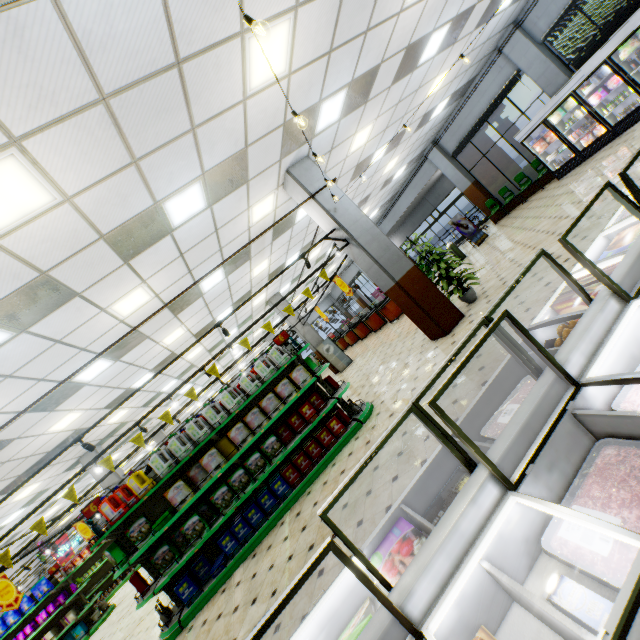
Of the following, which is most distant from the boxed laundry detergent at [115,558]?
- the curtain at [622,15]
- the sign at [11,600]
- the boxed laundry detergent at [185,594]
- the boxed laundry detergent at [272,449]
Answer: the curtain at [622,15]

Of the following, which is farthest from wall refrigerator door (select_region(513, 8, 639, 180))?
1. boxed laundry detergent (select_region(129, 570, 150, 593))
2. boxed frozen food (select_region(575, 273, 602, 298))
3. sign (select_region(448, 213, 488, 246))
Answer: boxed laundry detergent (select_region(129, 570, 150, 593))

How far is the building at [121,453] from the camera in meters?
13.5 m

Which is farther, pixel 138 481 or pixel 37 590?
pixel 37 590

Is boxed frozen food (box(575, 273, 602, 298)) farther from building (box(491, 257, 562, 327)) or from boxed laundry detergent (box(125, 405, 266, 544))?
boxed laundry detergent (box(125, 405, 266, 544))

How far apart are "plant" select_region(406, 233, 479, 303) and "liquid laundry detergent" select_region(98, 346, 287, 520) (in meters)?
5.86

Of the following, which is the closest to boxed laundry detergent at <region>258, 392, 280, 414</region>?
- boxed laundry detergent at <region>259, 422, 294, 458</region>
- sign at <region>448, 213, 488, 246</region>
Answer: boxed laundry detergent at <region>259, 422, 294, 458</region>

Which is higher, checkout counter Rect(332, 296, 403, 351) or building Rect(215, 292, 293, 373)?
building Rect(215, 292, 293, 373)
